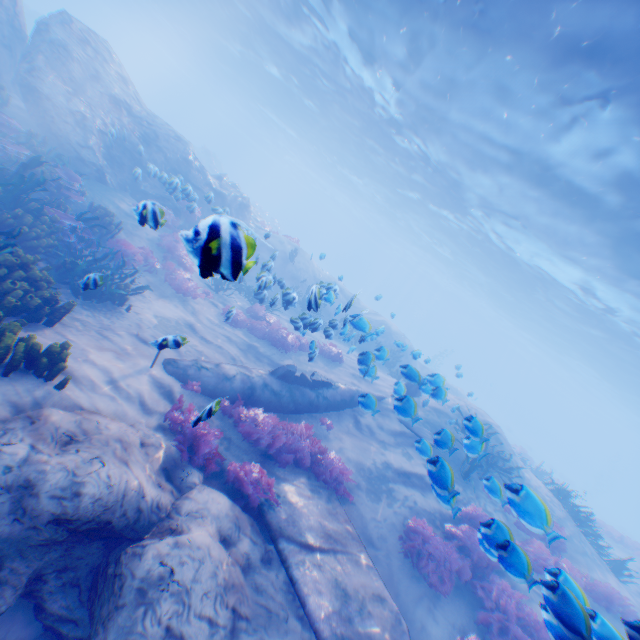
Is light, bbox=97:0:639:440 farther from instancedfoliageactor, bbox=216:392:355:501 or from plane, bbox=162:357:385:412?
instancedfoliageactor, bbox=216:392:355:501

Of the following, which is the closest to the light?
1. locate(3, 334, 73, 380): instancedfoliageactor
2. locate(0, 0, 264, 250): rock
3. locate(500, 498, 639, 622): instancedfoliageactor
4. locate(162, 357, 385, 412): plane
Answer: locate(0, 0, 264, 250): rock

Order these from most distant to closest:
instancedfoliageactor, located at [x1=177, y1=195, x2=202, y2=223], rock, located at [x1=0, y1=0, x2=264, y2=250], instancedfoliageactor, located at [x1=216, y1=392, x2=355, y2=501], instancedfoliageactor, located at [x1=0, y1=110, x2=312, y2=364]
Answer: instancedfoliageactor, located at [x1=177, y1=195, x2=202, y2=223] → rock, located at [x1=0, y1=0, x2=264, y2=250] → instancedfoliageactor, located at [x1=216, y1=392, x2=355, y2=501] → instancedfoliageactor, located at [x1=0, y1=110, x2=312, y2=364]

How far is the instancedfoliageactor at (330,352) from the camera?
14.6 meters

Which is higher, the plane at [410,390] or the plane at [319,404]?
the plane at [410,390]

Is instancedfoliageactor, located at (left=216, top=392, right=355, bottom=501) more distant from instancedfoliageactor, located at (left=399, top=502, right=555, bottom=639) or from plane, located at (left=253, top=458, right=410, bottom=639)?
instancedfoliageactor, located at (left=399, top=502, right=555, bottom=639)

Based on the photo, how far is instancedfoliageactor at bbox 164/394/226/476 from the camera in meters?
6.1

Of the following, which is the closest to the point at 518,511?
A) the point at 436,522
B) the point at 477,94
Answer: the point at 436,522
